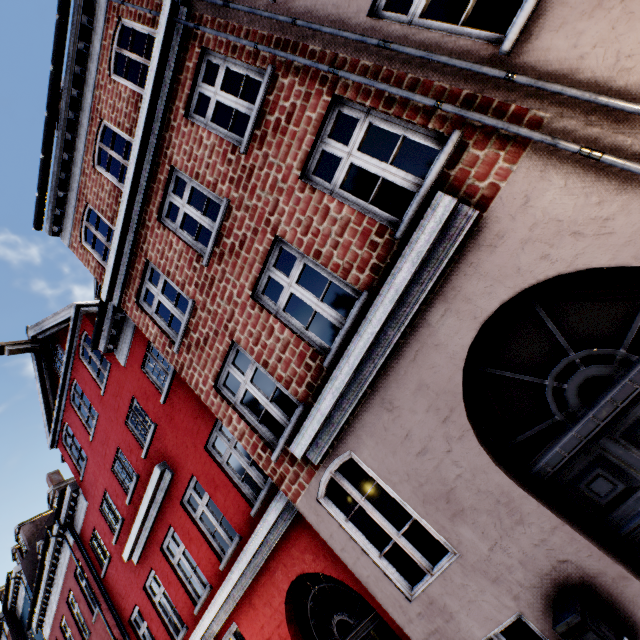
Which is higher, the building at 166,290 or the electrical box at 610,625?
the building at 166,290

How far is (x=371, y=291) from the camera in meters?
4.2

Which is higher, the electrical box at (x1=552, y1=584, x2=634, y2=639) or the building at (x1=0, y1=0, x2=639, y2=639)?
the building at (x1=0, y1=0, x2=639, y2=639)
